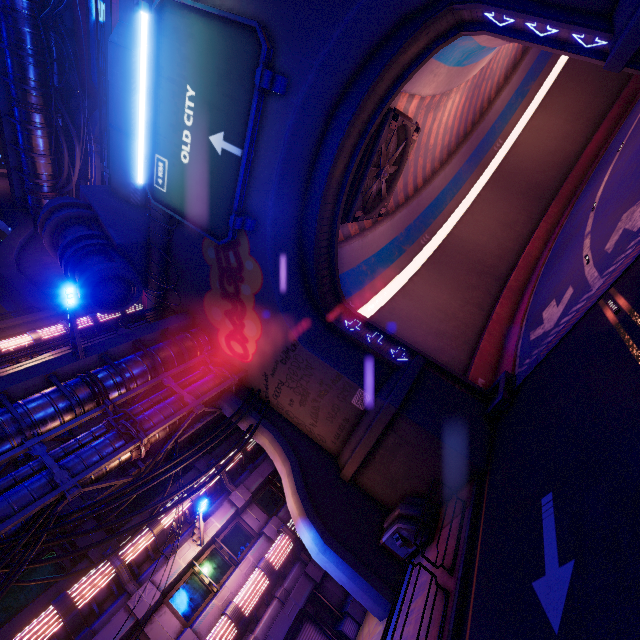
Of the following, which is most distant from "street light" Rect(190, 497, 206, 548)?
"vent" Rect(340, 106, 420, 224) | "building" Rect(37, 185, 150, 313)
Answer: "vent" Rect(340, 106, 420, 224)

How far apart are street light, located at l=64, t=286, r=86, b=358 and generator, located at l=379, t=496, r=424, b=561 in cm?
1420

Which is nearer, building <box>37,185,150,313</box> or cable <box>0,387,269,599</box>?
cable <box>0,387,269,599</box>

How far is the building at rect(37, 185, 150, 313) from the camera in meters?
14.9 m

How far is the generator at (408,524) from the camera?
11.88m

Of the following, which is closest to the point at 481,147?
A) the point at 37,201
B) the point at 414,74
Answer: the point at 414,74

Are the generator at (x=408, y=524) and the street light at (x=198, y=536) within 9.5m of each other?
yes

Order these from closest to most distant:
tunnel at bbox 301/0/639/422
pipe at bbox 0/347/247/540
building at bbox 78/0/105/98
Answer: pipe at bbox 0/347/247/540, tunnel at bbox 301/0/639/422, building at bbox 78/0/105/98
